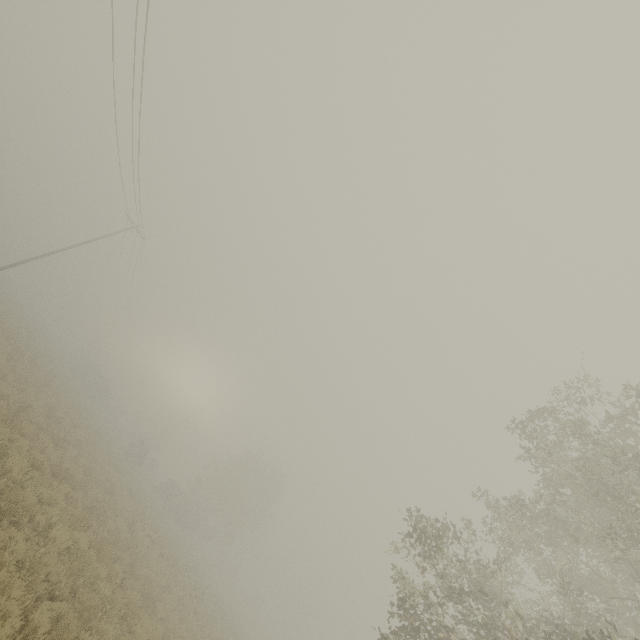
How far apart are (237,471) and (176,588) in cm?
2961
